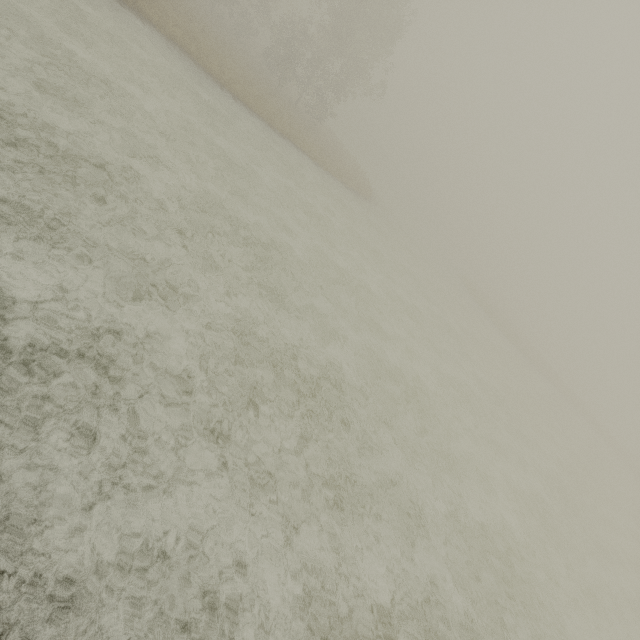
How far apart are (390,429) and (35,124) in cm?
1123
